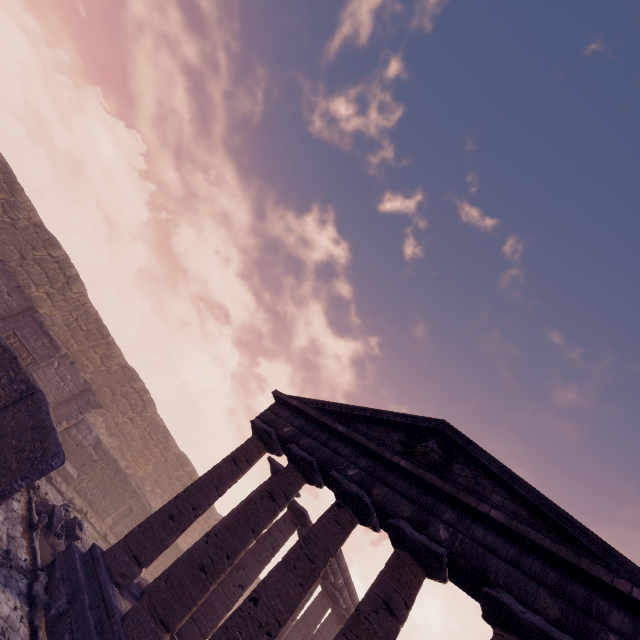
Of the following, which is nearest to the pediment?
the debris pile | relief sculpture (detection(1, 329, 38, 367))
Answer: the debris pile

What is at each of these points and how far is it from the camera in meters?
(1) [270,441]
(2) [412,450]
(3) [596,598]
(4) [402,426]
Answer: (1) column, 11.0
(2) relief sculpture, 9.2
(3) entablature, 5.6
(4) pediment, 10.0

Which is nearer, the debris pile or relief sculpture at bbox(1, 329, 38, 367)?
the debris pile

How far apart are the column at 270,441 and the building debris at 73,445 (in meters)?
7.37

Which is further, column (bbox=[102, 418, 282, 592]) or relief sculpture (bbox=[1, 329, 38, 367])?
relief sculpture (bbox=[1, 329, 38, 367])

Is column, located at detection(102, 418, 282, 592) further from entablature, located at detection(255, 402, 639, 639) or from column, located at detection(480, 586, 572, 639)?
column, located at detection(480, 586, 572, 639)

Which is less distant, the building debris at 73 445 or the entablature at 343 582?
the building debris at 73 445

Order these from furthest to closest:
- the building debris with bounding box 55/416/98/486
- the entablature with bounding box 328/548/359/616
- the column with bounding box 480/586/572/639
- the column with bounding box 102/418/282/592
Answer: the entablature with bounding box 328/548/359/616 → the building debris with bounding box 55/416/98/486 → the column with bounding box 102/418/282/592 → the column with bounding box 480/586/572/639
